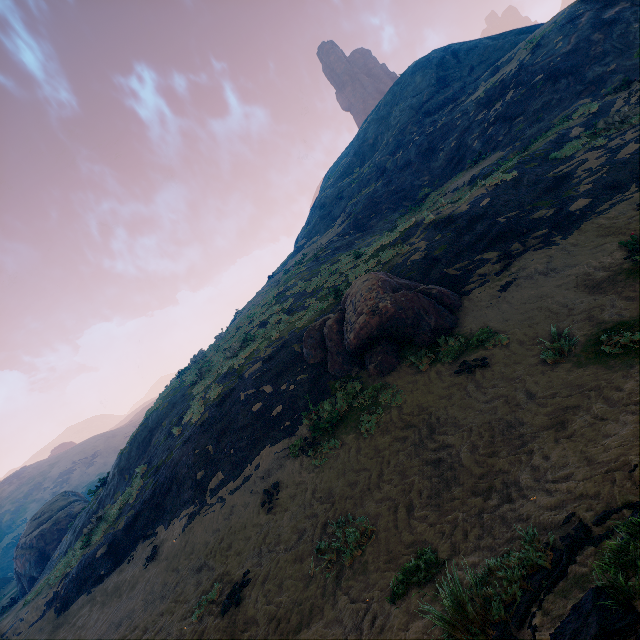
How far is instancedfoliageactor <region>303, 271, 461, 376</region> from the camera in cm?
962

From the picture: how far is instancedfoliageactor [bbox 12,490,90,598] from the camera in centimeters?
2283cm

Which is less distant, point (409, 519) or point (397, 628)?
point (397, 628)

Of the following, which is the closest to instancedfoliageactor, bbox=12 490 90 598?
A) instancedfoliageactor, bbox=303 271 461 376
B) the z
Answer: the z

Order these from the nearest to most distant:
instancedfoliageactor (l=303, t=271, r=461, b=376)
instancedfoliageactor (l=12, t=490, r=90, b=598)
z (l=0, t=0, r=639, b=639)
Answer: z (l=0, t=0, r=639, b=639), instancedfoliageactor (l=303, t=271, r=461, b=376), instancedfoliageactor (l=12, t=490, r=90, b=598)

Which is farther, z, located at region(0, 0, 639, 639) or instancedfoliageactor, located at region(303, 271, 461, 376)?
instancedfoliageactor, located at region(303, 271, 461, 376)

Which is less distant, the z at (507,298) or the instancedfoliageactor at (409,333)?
the z at (507,298)

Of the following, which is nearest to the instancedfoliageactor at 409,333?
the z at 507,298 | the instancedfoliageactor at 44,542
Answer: the z at 507,298
